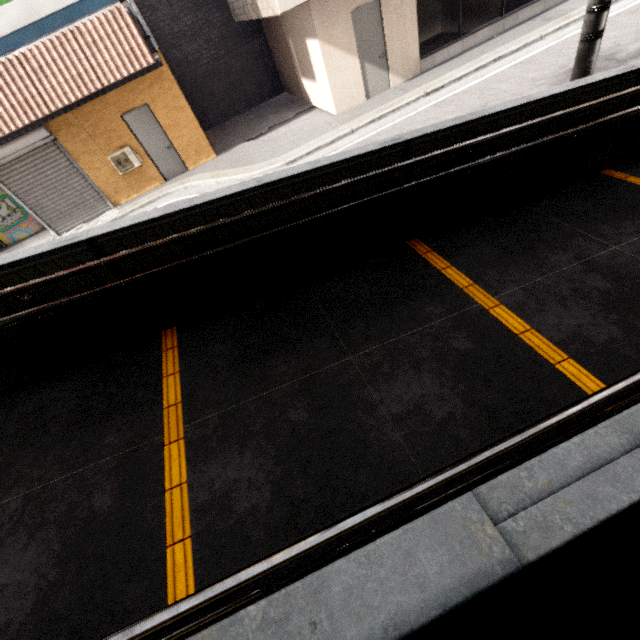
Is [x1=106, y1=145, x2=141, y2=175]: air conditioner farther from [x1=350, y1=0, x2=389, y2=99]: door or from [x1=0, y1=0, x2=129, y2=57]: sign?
[x1=350, y1=0, x2=389, y2=99]: door

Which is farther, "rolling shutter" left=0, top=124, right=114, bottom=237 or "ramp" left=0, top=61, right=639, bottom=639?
"rolling shutter" left=0, top=124, right=114, bottom=237

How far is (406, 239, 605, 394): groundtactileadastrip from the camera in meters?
2.4

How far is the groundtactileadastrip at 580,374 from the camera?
2.39m

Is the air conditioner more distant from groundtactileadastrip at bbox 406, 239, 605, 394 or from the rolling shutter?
groundtactileadastrip at bbox 406, 239, 605, 394

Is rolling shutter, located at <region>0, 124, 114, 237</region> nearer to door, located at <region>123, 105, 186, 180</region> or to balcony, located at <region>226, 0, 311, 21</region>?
door, located at <region>123, 105, 186, 180</region>

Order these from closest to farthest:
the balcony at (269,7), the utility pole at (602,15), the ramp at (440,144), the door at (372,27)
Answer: the ramp at (440,144) → the utility pole at (602,15) → the balcony at (269,7) → the door at (372,27)

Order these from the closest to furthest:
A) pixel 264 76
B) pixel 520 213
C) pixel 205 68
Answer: pixel 520 213 → pixel 205 68 → pixel 264 76
